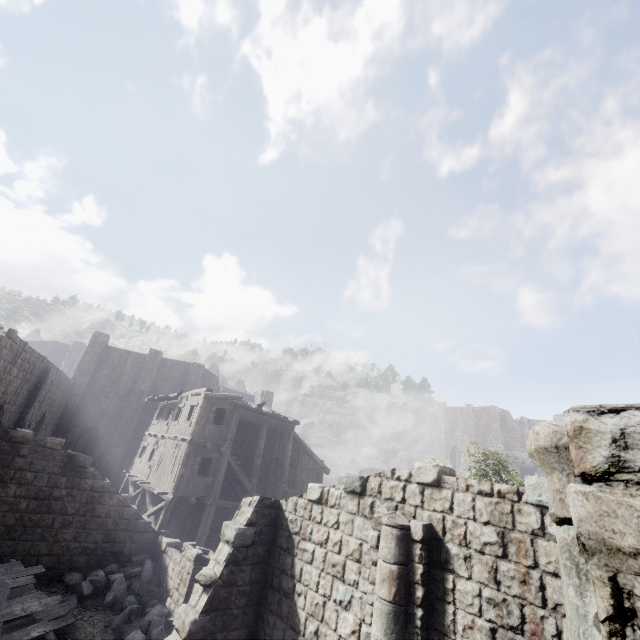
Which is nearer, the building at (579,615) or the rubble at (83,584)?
the building at (579,615)

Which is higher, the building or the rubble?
the building

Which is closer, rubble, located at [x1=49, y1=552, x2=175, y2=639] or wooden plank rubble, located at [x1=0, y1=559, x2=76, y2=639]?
wooden plank rubble, located at [x1=0, y1=559, x2=76, y2=639]

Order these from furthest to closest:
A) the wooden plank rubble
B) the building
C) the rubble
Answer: the rubble, the wooden plank rubble, the building

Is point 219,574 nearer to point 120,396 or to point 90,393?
point 120,396

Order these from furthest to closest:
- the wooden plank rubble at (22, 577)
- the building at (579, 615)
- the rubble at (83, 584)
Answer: the rubble at (83, 584)
the wooden plank rubble at (22, 577)
the building at (579, 615)

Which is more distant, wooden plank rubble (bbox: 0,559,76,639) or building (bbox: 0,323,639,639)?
wooden plank rubble (bbox: 0,559,76,639)

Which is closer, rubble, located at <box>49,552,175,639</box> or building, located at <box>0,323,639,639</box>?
building, located at <box>0,323,639,639</box>
